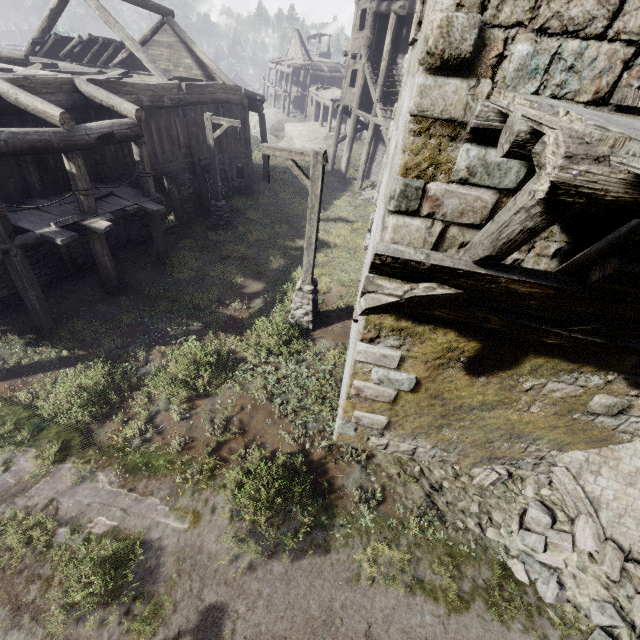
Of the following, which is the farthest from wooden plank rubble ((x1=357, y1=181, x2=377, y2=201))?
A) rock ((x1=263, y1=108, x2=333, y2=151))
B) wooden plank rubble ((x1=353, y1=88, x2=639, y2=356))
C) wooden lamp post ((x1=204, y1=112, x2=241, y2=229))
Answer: wooden plank rubble ((x1=353, y1=88, x2=639, y2=356))

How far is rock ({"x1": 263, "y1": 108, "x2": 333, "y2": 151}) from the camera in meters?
32.2

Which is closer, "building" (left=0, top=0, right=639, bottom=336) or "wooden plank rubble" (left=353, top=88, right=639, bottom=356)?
"wooden plank rubble" (left=353, top=88, right=639, bottom=356)

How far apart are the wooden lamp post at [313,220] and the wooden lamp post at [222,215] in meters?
6.3

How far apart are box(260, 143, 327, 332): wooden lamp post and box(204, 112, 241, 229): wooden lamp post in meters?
6.3 m

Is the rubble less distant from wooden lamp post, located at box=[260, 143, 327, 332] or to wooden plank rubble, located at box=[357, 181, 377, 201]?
wooden lamp post, located at box=[260, 143, 327, 332]

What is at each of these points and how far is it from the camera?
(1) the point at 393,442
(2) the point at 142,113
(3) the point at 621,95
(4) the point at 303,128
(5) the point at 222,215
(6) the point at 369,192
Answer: (1) building, 6.6 meters
(2) building, 10.1 meters
(3) wooden plank rubble, 2.7 meters
(4) rock, 35.2 meters
(5) wooden lamp post, 15.5 meters
(6) wooden plank rubble, 22.0 meters

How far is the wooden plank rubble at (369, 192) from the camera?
20.98m
